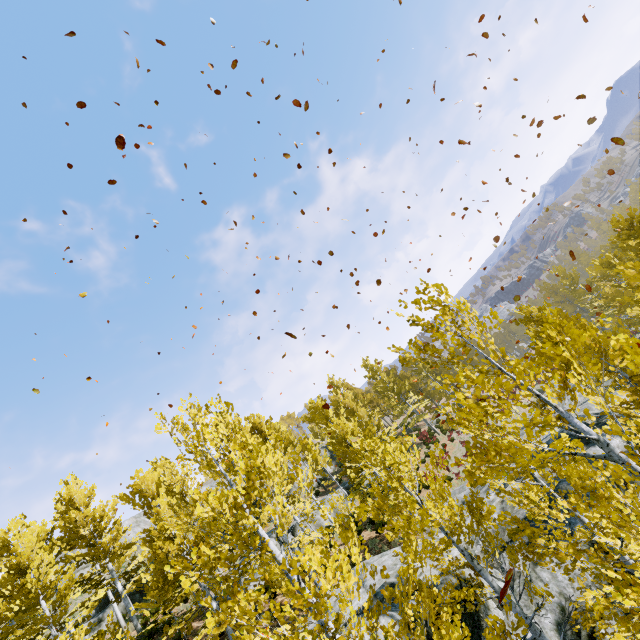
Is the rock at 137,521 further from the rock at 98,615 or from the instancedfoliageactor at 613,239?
the rock at 98,615

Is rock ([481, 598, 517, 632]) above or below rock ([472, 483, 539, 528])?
below

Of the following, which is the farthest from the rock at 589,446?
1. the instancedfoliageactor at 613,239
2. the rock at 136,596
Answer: the rock at 136,596

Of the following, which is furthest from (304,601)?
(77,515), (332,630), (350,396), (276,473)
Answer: (350,396)

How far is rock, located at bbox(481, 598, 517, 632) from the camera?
7.62m

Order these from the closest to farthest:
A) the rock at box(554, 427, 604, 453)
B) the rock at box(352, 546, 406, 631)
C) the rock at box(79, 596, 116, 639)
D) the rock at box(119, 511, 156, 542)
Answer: the rock at box(352, 546, 406, 631)
the rock at box(554, 427, 604, 453)
the rock at box(79, 596, 116, 639)
the rock at box(119, 511, 156, 542)

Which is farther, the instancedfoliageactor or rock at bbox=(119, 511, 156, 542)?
rock at bbox=(119, 511, 156, 542)
